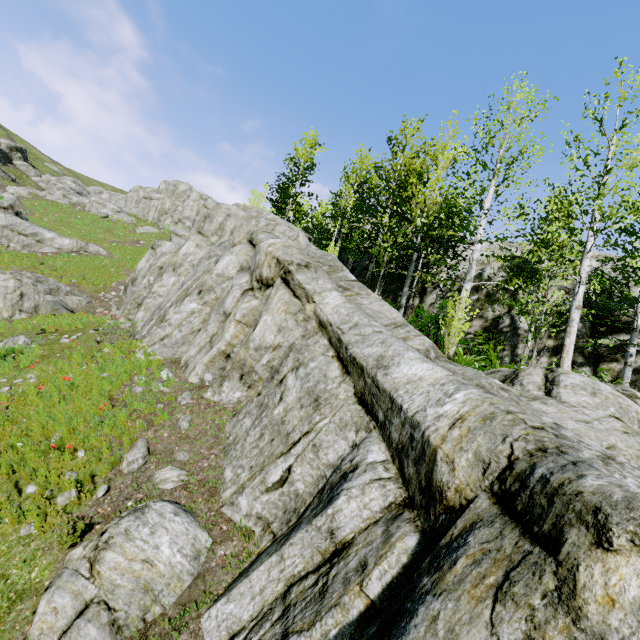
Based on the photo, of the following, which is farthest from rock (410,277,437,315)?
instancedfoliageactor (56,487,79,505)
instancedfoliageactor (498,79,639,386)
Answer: instancedfoliageactor (56,487,79,505)

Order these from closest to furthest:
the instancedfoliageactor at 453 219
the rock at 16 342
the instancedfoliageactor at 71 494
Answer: the instancedfoliageactor at 71 494, the rock at 16 342, the instancedfoliageactor at 453 219

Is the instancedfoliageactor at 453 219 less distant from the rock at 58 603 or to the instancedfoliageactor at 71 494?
the rock at 58 603

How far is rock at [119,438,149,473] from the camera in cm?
565

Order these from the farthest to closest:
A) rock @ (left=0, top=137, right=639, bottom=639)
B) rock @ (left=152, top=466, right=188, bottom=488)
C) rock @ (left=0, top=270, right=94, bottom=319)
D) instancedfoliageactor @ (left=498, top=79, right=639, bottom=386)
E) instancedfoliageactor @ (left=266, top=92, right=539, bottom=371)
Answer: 1. rock @ (left=0, top=270, right=94, bottom=319)
2. instancedfoliageactor @ (left=266, top=92, right=539, bottom=371)
3. instancedfoliageactor @ (left=498, top=79, right=639, bottom=386)
4. rock @ (left=152, top=466, right=188, bottom=488)
5. rock @ (left=0, top=137, right=639, bottom=639)

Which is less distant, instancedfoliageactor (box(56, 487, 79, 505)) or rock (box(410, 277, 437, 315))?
instancedfoliageactor (box(56, 487, 79, 505))

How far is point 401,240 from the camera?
13.39m

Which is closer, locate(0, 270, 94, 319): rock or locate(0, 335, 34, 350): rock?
locate(0, 335, 34, 350): rock
